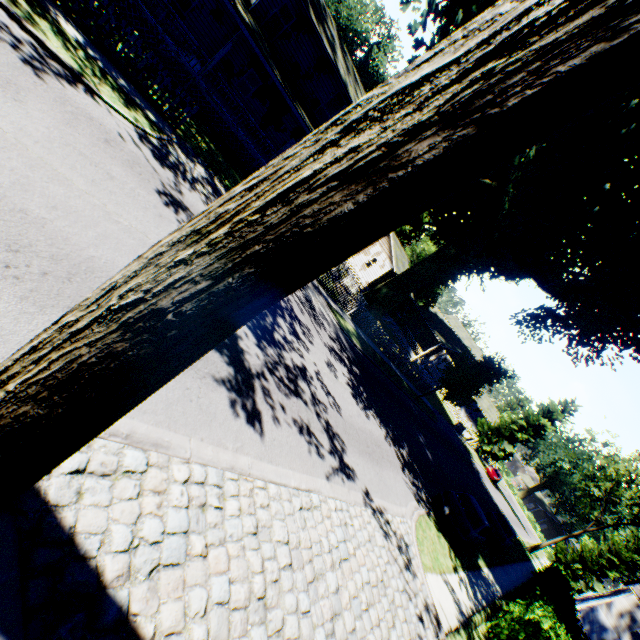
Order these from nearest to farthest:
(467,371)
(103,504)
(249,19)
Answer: (103,504) → (249,19) → (467,371)

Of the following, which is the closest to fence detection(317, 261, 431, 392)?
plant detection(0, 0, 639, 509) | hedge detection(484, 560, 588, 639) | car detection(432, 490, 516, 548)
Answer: plant detection(0, 0, 639, 509)

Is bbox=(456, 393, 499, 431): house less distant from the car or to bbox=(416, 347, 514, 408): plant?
bbox=(416, 347, 514, 408): plant

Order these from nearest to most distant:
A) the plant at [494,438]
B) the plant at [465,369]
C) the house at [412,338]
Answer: the plant at [465,369], the house at [412,338], the plant at [494,438]

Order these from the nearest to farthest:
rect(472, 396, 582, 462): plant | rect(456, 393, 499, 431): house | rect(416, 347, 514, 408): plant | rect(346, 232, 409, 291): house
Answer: rect(416, 347, 514, 408): plant → rect(346, 232, 409, 291): house → rect(472, 396, 582, 462): plant → rect(456, 393, 499, 431): house

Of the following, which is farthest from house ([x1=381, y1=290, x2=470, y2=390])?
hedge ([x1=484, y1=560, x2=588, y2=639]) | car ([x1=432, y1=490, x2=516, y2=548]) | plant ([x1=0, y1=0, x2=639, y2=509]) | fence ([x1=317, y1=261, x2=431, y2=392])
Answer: hedge ([x1=484, y1=560, x2=588, y2=639])

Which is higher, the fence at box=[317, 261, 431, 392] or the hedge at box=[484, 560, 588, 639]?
the hedge at box=[484, 560, 588, 639]

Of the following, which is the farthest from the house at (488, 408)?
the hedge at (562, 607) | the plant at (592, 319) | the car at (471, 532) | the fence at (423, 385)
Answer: the hedge at (562, 607)
